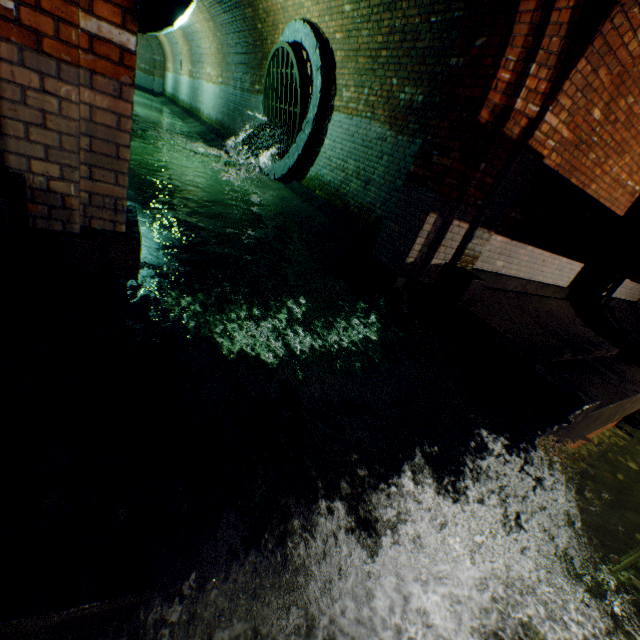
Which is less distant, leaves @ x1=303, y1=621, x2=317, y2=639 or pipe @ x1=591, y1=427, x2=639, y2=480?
leaves @ x1=303, y1=621, x2=317, y2=639

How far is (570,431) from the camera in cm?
368

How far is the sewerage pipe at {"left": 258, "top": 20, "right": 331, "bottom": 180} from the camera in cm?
679

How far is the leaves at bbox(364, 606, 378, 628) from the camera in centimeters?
227cm

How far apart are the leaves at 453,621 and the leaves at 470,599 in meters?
0.2

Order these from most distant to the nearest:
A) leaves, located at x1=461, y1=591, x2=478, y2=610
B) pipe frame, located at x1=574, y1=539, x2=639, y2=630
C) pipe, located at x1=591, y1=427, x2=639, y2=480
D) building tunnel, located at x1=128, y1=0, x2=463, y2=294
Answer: pipe, located at x1=591, y1=427, x2=639, y2=480, pipe frame, located at x1=574, y1=539, x2=639, y2=630, building tunnel, located at x1=128, y1=0, x2=463, y2=294, leaves, located at x1=461, y1=591, x2=478, y2=610

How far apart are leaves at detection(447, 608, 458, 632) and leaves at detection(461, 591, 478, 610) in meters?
0.2 m

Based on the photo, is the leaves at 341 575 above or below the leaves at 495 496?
below
